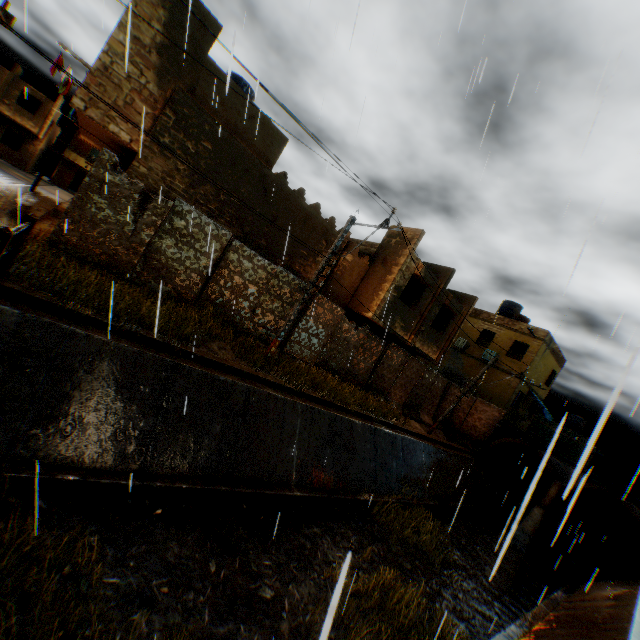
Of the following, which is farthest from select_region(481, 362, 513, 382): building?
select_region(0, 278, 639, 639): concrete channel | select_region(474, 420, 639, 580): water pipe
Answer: select_region(474, 420, 639, 580): water pipe

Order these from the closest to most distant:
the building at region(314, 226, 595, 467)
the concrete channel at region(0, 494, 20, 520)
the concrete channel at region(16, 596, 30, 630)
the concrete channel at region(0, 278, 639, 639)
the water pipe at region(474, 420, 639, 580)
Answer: the concrete channel at region(16, 596, 30, 630)
the concrete channel at region(0, 494, 20, 520)
the concrete channel at region(0, 278, 639, 639)
the water pipe at region(474, 420, 639, 580)
the building at region(314, 226, 595, 467)

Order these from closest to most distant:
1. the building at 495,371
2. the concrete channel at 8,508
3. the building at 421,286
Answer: the concrete channel at 8,508 → the building at 421,286 → the building at 495,371

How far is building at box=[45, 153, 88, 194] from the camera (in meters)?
38.81

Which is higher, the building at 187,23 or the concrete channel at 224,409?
the building at 187,23

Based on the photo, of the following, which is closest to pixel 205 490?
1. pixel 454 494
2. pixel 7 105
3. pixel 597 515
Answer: pixel 454 494

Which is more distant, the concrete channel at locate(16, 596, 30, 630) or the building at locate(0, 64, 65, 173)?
the building at locate(0, 64, 65, 173)
